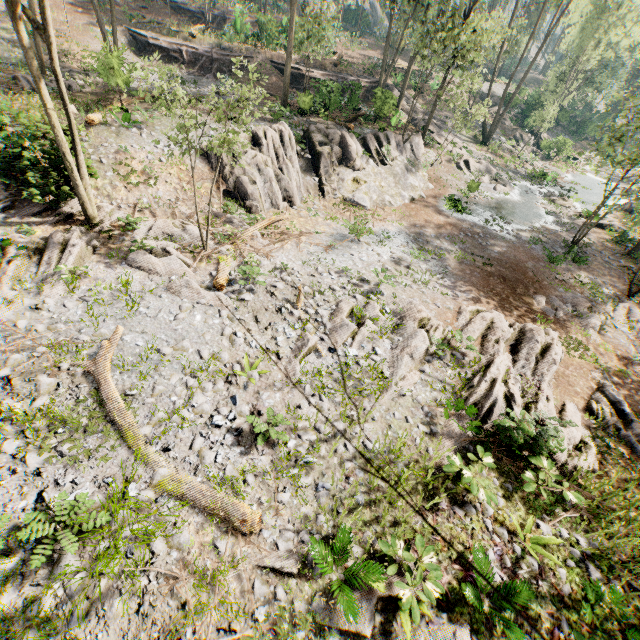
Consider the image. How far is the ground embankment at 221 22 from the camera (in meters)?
31.17

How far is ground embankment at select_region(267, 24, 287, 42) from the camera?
32.6m

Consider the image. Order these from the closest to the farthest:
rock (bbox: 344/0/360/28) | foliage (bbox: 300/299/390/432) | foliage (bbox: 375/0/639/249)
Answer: foliage (bbox: 300/299/390/432)
foliage (bbox: 375/0/639/249)
rock (bbox: 344/0/360/28)

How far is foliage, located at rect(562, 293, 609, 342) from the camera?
15.2 meters

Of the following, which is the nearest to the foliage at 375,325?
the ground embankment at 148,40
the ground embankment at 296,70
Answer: the ground embankment at 296,70

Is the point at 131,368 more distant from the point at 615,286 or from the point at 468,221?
the point at 615,286

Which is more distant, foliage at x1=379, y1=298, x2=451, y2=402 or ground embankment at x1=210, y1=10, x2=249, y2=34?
ground embankment at x1=210, y1=10, x2=249, y2=34

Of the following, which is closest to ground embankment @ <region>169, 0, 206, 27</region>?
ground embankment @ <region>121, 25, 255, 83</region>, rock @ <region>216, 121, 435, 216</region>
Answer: ground embankment @ <region>121, 25, 255, 83</region>
